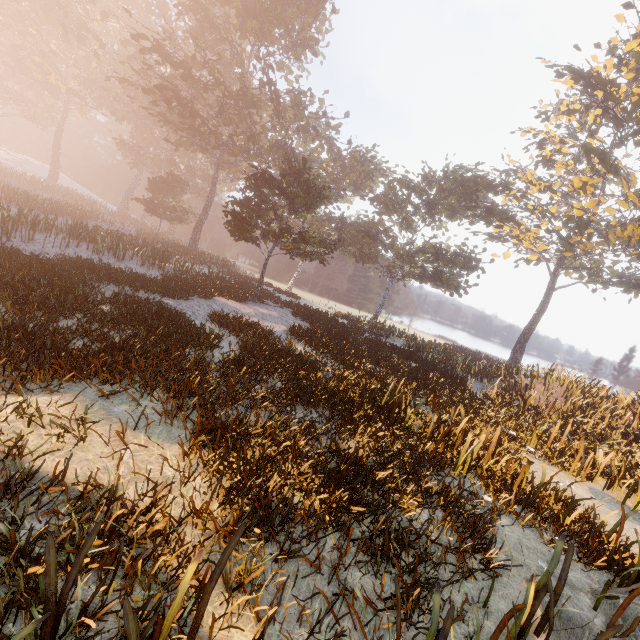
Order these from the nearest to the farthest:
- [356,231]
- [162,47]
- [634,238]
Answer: [162,47] < [356,231] < [634,238]
